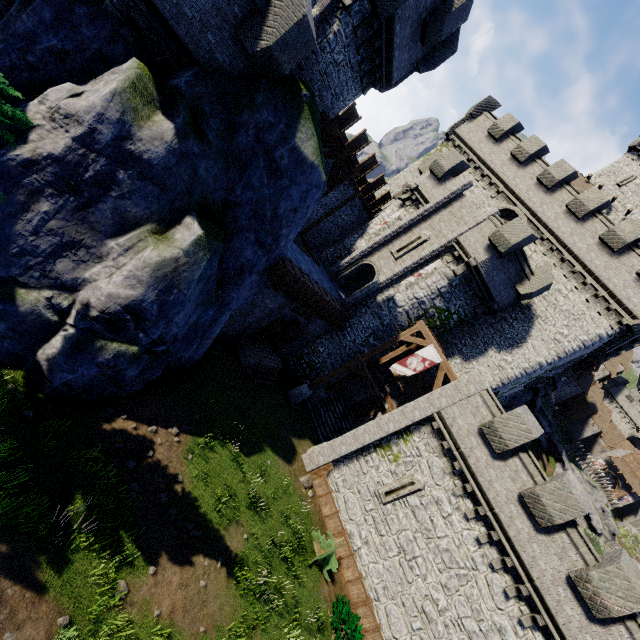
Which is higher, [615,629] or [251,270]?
[615,629]

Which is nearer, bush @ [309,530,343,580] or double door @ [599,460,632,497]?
bush @ [309,530,343,580]

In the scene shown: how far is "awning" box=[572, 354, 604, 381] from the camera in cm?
2472

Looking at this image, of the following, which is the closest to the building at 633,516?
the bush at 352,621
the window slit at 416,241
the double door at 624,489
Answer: the double door at 624,489

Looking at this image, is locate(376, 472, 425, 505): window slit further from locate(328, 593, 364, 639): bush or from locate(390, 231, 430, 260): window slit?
locate(390, 231, 430, 260): window slit

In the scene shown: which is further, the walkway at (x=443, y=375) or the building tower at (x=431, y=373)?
the building tower at (x=431, y=373)

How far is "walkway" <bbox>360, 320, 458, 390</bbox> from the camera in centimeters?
1752cm

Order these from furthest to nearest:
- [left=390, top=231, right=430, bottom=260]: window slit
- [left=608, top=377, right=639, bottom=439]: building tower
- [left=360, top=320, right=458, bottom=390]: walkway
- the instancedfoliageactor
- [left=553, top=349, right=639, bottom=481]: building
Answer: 1. [left=608, top=377, right=639, bottom=439]: building tower
2. [left=553, top=349, right=639, bottom=481]: building
3. [left=390, top=231, right=430, bottom=260]: window slit
4. [left=360, top=320, right=458, bottom=390]: walkway
5. the instancedfoliageactor
